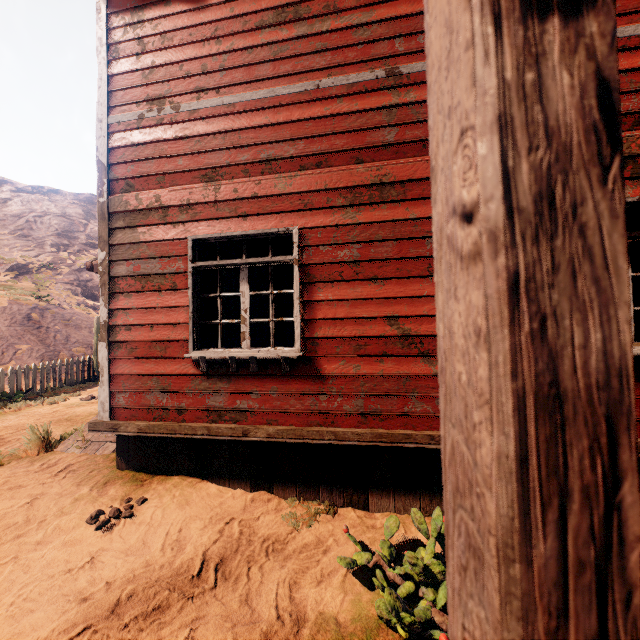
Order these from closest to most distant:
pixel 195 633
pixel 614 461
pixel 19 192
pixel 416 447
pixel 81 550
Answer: pixel 614 461 < pixel 195 633 < pixel 81 550 < pixel 416 447 < pixel 19 192

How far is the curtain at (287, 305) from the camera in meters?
3.9

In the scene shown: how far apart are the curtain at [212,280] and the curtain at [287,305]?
0.8m

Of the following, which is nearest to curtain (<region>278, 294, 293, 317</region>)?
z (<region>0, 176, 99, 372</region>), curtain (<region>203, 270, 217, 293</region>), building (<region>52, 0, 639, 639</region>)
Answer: building (<region>52, 0, 639, 639</region>)

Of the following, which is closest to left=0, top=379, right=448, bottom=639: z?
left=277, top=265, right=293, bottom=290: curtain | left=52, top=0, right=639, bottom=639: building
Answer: left=52, top=0, right=639, bottom=639: building

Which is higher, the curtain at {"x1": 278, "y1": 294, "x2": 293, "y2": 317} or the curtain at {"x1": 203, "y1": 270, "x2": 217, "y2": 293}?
the curtain at {"x1": 203, "y1": 270, "x2": 217, "y2": 293}

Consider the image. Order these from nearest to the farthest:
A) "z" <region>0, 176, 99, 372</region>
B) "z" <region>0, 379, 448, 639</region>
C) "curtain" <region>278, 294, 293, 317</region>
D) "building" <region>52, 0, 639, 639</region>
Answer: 1. "building" <region>52, 0, 639, 639</region>
2. "z" <region>0, 379, 448, 639</region>
3. "curtain" <region>278, 294, 293, 317</region>
4. "z" <region>0, 176, 99, 372</region>
